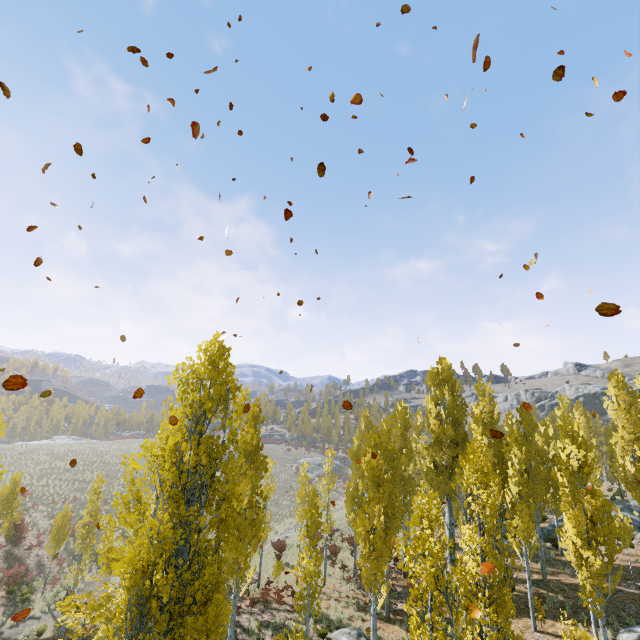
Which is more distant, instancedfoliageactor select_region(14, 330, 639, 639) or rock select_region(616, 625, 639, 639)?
rock select_region(616, 625, 639, 639)

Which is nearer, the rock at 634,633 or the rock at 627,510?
the rock at 634,633

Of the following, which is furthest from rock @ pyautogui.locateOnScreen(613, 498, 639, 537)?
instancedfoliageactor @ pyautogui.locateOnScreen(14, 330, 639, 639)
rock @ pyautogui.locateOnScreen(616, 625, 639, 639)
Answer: rock @ pyautogui.locateOnScreen(616, 625, 639, 639)

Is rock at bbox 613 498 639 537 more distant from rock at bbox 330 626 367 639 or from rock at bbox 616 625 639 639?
rock at bbox 330 626 367 639

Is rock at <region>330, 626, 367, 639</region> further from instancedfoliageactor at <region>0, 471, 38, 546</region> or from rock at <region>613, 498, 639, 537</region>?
rock at <region>613, 498, 639, 537</region>

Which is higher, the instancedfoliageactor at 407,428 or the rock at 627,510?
the instancedfoliageactor at 407,428

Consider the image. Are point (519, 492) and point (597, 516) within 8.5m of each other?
yes

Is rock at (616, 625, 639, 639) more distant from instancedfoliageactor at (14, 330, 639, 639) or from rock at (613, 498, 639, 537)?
rock at (613, 498, 639, 537)
